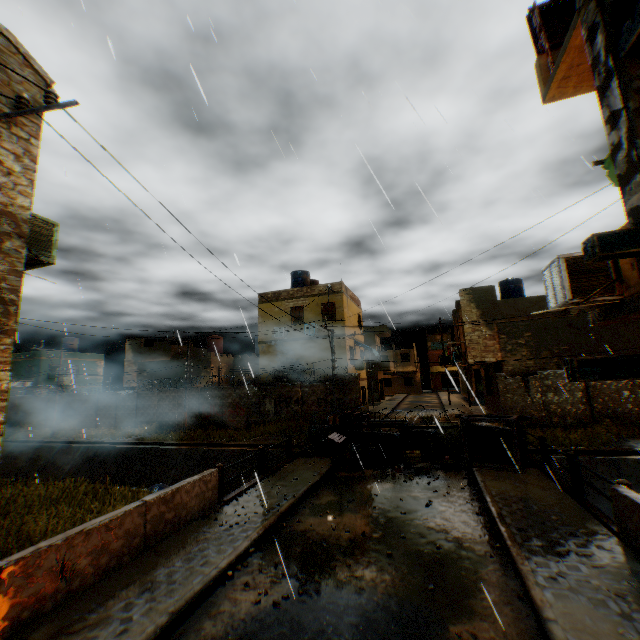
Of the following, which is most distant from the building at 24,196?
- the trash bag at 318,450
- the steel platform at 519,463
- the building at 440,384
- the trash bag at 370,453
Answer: the building at 440,384

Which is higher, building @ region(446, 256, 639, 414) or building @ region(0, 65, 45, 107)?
building @ region(0, 65, 45, 107)

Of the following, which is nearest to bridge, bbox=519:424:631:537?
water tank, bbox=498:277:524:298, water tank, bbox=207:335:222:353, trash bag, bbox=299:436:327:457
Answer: trash bag, bbox=299:436:327:457

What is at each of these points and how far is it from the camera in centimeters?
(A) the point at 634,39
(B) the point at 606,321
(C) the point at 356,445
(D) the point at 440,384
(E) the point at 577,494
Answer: (A) wooden beam, 181cm
(B) building, 549cm
(C) wheel, 1311cm
(D) building, 5797cm
(E) bridge, 779cm

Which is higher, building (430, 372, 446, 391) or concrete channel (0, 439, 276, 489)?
building (430, 372, 446, 391)

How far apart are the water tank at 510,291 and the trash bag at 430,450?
16.6m

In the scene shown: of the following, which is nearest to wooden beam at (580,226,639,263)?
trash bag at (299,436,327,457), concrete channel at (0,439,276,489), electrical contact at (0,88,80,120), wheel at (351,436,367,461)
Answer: concrete channel at (0,439,276,489)

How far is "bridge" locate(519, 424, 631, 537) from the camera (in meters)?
6.41
